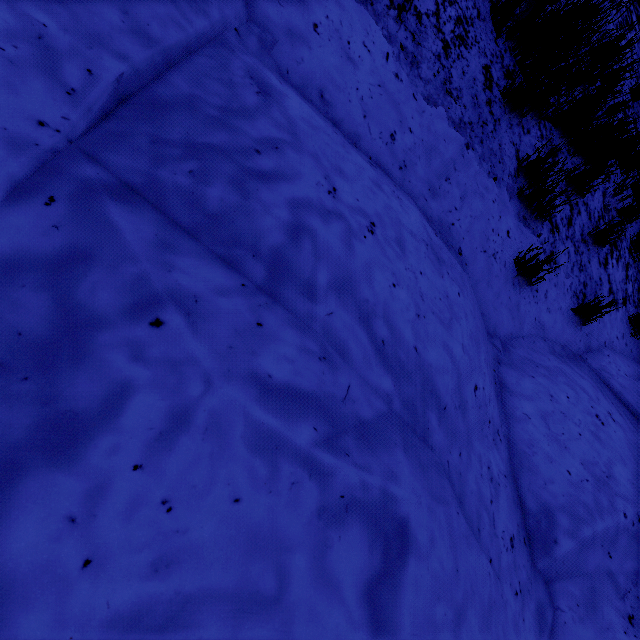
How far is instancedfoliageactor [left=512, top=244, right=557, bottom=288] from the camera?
2.65m

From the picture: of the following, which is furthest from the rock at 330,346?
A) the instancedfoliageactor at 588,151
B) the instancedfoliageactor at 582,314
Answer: the instancedfoliageactor at 588,151

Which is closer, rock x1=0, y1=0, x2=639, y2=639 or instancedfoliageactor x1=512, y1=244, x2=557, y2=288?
rock x1=0, y1=0, x2=639, y2=639

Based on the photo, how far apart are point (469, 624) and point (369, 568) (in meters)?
0.50

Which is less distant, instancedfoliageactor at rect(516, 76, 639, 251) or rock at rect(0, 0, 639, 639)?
rock at rect(0, 0, 639, 639)

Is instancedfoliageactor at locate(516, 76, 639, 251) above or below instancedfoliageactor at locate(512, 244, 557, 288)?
above

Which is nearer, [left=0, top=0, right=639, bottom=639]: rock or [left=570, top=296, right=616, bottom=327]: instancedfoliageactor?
[left=0, top=0, right=639, bottom=639]: rock
